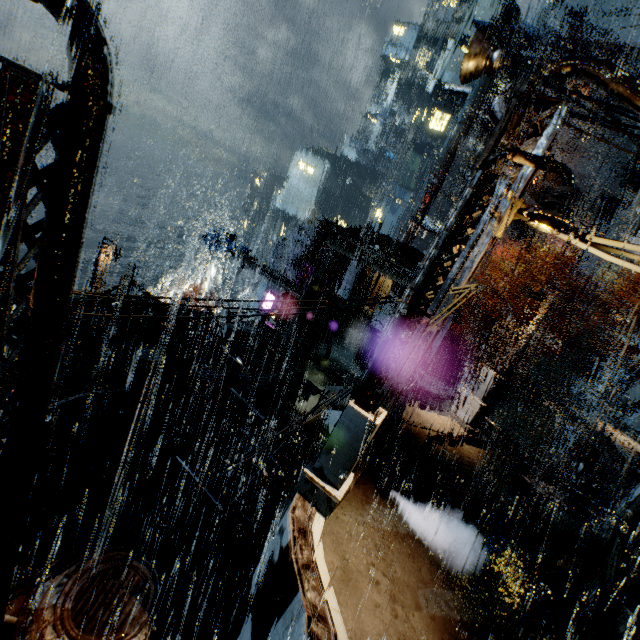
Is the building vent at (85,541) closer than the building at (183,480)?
Yes

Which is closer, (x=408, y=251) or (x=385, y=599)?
(x=385, y=599)

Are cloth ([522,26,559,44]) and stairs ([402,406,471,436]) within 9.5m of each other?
no

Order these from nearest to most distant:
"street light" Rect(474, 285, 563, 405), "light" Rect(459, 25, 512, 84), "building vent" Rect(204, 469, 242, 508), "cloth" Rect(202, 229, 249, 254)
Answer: "light" Rect(459, 25, 512, 84) < "street light" Rect(474, 285, 563, 405) < "building vent" Rect(204, 469, 242, 508) < "cloth" Rect(202, 229, 249, 254)

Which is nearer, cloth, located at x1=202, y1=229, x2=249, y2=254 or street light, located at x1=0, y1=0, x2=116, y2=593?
street light, located at x1=0, y1=0, x2=116, y2=593

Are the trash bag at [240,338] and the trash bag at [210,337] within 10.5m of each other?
yes

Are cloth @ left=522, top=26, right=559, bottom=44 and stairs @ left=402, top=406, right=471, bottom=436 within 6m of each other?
no

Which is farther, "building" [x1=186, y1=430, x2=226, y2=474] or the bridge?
"building" [x1=186, y1=430, x2=226, y2=474]
